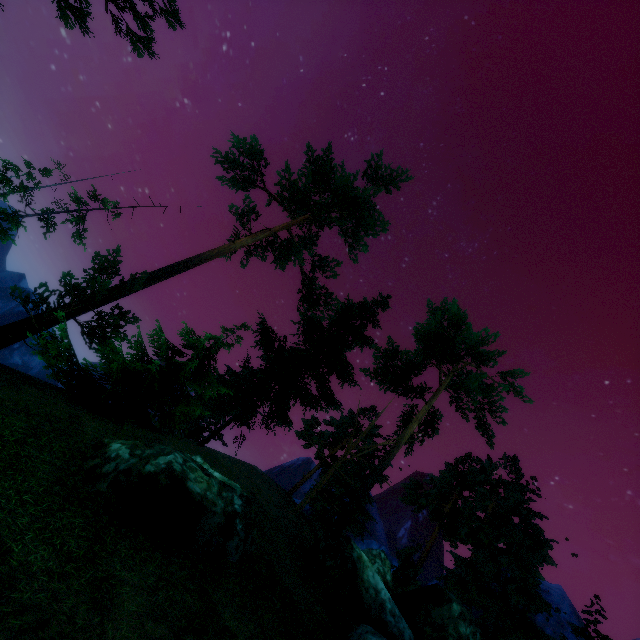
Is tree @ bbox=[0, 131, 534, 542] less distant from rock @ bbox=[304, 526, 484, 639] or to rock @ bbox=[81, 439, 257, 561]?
rock @ bbox=[304, 526, 484, 639]

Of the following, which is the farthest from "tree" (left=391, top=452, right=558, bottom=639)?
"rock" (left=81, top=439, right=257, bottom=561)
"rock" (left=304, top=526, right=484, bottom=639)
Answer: "rock" (left=81, top=439, right=257, bottom=561)

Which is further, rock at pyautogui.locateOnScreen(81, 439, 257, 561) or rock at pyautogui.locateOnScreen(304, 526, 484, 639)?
rock at pyautogui.locateOnScreen(304, 526, 484, 639)

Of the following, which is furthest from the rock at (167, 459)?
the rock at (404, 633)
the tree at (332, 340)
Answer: the tree at (332, 340)

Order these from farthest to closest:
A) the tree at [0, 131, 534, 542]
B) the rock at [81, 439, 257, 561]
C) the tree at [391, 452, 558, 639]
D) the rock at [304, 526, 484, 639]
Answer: the tree at [391, 452, 558, 639]
the tree at [0, 131, 534, 542]
the rock at [304, 526, 484, 639]
the rock at [81, 439, 257, 561]

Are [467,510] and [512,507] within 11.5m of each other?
yes

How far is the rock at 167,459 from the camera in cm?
805
